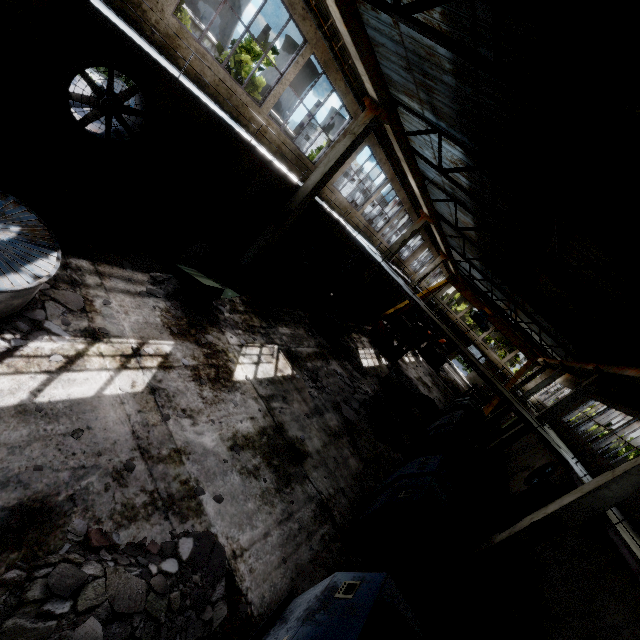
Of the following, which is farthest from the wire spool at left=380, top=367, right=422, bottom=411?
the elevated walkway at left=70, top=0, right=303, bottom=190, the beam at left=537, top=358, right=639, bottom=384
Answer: the beam at left=537, top=358, right=639, bottom=384

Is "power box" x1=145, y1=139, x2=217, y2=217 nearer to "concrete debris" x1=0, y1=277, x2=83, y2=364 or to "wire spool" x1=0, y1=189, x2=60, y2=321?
"concrete debris" x1=0, y1=277, x2=83, y2=364

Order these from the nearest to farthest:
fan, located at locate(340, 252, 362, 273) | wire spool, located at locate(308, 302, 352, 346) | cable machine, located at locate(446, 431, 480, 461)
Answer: cable machine, located at locate(446, 431, 480, 461) < wire spool, located at locate(308, 302, 352, 346) < fan, located at locate(340, 252, 362, 273)

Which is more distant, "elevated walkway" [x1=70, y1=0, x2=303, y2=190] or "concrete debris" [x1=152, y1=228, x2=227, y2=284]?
"concrete debris" [x1=152, y1=228, x2=227, y2=284]

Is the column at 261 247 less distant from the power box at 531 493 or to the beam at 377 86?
the beam at 377 86

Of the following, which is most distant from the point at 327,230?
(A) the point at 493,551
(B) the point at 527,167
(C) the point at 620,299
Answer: (A) the point at 493,551

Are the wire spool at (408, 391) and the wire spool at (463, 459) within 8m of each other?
yes

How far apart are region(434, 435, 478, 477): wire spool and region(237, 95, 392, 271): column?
9.68m
